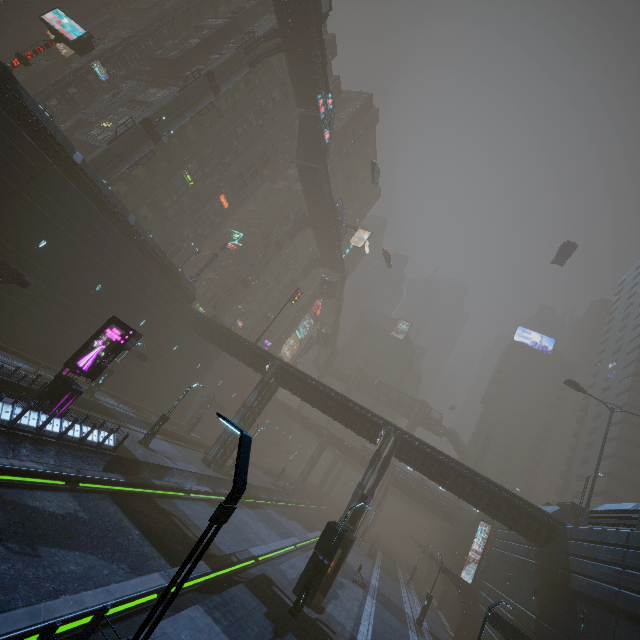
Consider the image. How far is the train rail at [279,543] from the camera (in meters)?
13.74

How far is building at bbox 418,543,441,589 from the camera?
42.6 meters

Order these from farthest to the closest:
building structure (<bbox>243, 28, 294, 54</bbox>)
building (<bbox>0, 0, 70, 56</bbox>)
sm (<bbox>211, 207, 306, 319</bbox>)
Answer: building (<bbox>0, 0, 70, 56</bbox>)
sm (<bbox>211, 207, 306, 319</bbox>)
building structure (<bbox>243, 28, 294, 54</bbox>)

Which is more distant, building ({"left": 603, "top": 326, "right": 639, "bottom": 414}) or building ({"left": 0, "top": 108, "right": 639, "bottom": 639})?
building ({"left": 603, "top": 326, "right": 639, "bottom": 414})

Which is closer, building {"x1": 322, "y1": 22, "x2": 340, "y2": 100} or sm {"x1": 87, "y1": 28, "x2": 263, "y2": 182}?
Result: sm {"x1": 87, "y1": 28, "x2": 263, "y2": 182}

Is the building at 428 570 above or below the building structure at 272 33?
below

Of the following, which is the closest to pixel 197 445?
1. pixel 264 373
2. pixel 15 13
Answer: pixel 264 373

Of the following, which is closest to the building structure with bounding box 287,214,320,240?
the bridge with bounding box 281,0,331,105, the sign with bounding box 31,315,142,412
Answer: the bridge with bounding box 281,0,331,105
